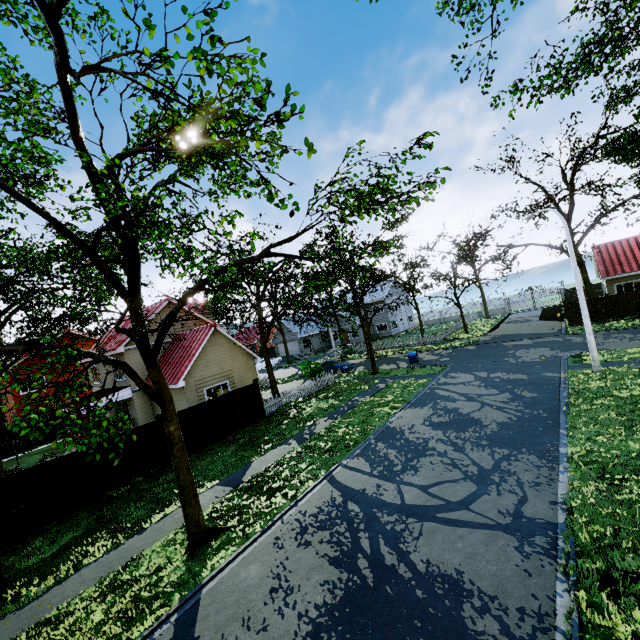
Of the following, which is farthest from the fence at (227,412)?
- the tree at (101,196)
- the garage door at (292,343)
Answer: the garage door at (292,343)

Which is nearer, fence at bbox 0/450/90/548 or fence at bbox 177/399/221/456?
fence at bbox 0/450/90/548

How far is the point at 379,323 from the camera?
51.25m

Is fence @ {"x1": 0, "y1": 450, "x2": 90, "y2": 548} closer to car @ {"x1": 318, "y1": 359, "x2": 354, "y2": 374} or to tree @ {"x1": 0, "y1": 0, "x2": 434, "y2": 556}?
tree @ {"x1": 0, "y1": 0, "x2": 434, "y2": 556}

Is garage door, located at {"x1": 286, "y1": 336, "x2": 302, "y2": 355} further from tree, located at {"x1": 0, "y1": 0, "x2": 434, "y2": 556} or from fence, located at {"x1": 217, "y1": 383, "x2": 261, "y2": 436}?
tree, located at {"x1": 0, "y1": 0, "x2": 434, "y2": 556}

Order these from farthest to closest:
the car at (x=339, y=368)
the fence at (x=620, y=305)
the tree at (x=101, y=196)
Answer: the car at (x=339, y=368) < the fence at (x=620, y=305) < the tree at (x=101, y=196)

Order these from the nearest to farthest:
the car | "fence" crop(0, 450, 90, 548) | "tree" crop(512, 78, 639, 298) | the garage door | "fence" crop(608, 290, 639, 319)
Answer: "fence" crop(0, 450, 90, 548) → "tree" crop(512, 78, 639, 298) → "fence" crop(608, 290, 639, 319) → the car → the garage door
